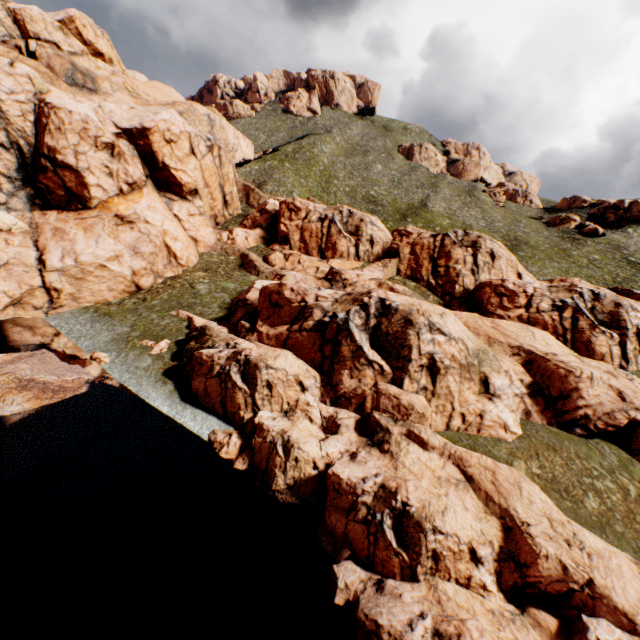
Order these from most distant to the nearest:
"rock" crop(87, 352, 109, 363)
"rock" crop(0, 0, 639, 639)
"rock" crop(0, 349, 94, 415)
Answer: "rock" crop(87, 352, 109, 363) < "rock" crop(0, 349, 94, 415) < "rock" crop(0, 0, 639, 639)

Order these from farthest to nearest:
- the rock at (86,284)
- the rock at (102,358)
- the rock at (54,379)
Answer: the rock at (102,358) → the rock at (54,379) → the rock at (86,284)

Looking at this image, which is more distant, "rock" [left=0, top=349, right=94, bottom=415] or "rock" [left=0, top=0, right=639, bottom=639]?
"rock" [left=0, top=349, right=94, bottom=415]

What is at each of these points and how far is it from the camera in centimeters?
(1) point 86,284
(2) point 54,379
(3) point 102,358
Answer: (1) rock, 2900cm
(2) rock, 1906cm
(3) rock, 2352cm

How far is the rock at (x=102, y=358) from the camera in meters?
23.3

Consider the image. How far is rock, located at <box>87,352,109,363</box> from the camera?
23.3m
